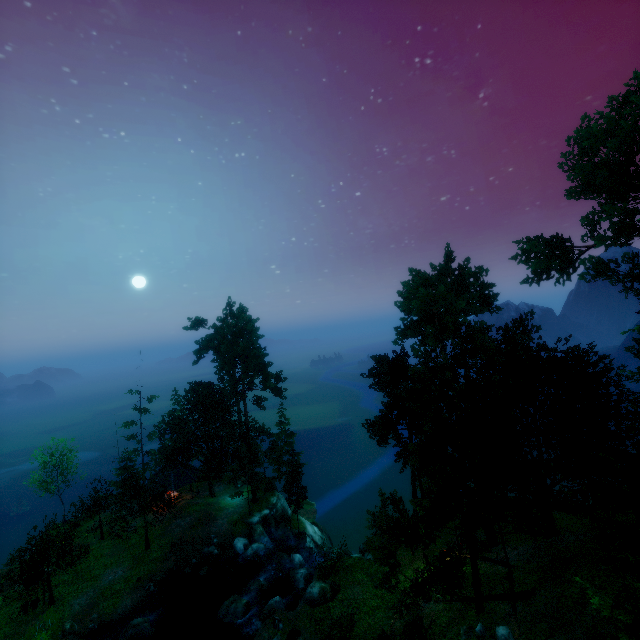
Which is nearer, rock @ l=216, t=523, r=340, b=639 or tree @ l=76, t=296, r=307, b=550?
rock @ l=216, t=523, r=340, b=639

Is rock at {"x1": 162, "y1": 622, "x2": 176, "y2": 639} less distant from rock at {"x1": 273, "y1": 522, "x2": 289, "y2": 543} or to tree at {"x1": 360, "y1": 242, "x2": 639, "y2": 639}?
tree at {"x1": 360, "y1": 242, "x2": 639, "y2": 639}

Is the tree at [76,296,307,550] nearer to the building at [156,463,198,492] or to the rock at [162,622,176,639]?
the building at [156,463,198,492]

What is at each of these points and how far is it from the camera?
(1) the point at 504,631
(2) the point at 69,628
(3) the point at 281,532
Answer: (1) rock, 16.05m
(2) rock, 25.41m
(3) rock, 37.56m

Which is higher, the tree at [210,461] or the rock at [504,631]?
the tree at [210,461]

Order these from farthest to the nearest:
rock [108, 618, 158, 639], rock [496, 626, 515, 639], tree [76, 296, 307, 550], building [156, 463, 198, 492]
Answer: building [156, 463, 198, 492], tree [76, 296, 307, 550], rock [108, 618, 158, 639], rock [496, 626, 515, 639]

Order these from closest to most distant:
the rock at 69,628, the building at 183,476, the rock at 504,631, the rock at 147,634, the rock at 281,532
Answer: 1. the rock at 504,631
2. the rock at 69,628
3. the rock at 147,634
4. the rock at 281,532
5. the building at 183,476

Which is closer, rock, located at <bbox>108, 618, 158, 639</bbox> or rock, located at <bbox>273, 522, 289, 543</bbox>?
rock, located at <bbox>108, 618, 158, 639</bbox>
